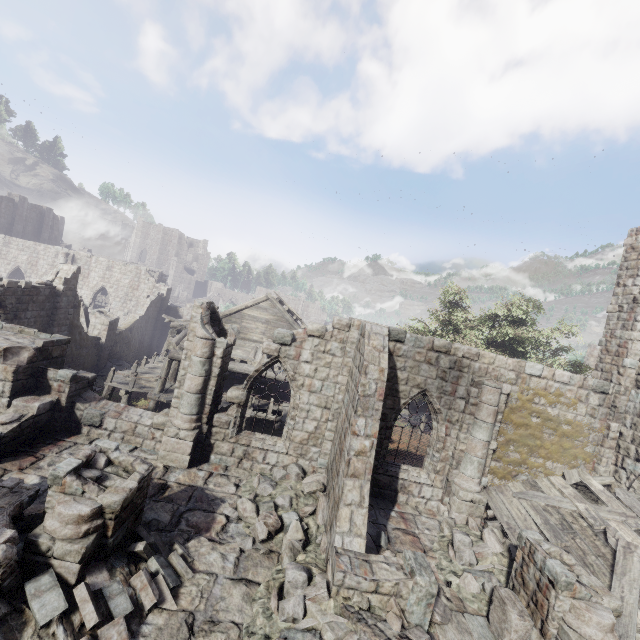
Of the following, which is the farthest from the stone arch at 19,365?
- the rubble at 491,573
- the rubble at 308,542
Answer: the rubble at 491,573

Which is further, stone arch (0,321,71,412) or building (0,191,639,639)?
stone arch (0,321,71,412)

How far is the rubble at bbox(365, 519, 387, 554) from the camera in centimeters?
848cm

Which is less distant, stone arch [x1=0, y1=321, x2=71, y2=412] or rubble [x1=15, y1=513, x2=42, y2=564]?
rubble [x1=15, y1=513, x2=42, y2=564]

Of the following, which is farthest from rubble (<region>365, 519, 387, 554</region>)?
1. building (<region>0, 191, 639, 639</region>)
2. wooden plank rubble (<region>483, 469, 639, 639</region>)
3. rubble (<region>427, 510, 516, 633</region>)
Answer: wooden plank rubble (<region>483, 469, 639, 639</region>)

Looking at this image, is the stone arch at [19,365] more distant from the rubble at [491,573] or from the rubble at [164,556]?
the rubble at [491,573]

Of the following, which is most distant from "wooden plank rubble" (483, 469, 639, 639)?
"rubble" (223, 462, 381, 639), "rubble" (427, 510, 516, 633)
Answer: "rubble" (223, 462, 381, 639)

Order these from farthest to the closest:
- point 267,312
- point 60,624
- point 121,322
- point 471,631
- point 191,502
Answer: point 121,322 < point 267,312 < point 191,502 < point 471,631 < point 60,624
